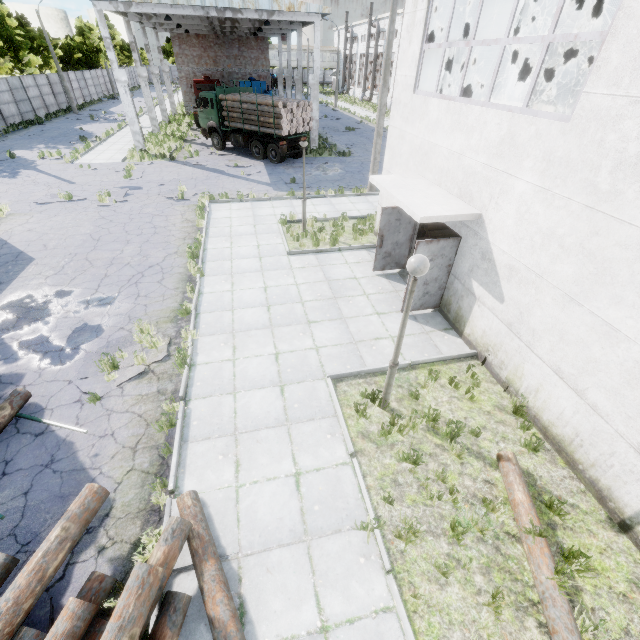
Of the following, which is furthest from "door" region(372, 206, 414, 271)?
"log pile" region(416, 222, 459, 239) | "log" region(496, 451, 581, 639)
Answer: "log" region(496, 451, 581, 639)

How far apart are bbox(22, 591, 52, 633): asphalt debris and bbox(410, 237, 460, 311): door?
8.5 meters

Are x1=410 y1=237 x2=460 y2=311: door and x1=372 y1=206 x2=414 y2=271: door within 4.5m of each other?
yes

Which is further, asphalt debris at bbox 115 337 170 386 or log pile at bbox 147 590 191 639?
asphalt debris at bbox 115 337 170 386

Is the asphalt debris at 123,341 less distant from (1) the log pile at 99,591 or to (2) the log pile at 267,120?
(1) the log pile at 99,591

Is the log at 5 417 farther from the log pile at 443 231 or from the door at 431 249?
the log pile at 443 231

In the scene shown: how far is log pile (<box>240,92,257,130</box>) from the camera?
20.49m

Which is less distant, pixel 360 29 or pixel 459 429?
pixel 459 429
